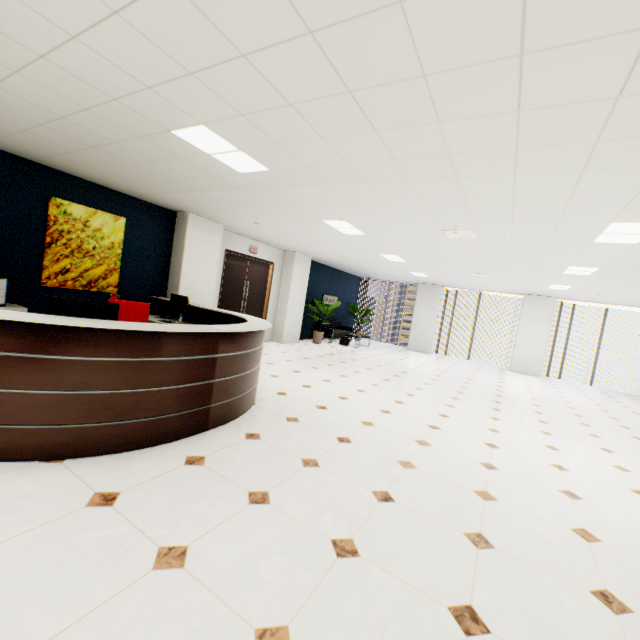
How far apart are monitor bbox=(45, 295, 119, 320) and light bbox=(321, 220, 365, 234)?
3.77m

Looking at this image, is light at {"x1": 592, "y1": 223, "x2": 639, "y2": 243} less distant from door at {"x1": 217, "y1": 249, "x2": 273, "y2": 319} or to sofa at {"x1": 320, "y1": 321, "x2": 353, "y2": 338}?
door at {"x1": 217, "y1": 249, "x2": 273, "y2": 319}

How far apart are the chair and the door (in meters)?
4.09

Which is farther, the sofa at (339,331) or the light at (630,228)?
the sofa at (339,331)

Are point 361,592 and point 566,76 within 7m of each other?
yes

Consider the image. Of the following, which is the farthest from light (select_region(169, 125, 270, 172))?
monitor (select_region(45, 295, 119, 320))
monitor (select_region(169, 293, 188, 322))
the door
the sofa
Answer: the sofa

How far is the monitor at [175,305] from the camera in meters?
6.1 m

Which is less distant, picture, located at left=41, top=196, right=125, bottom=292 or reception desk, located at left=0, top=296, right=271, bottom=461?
reception desk, located at left=0, top=296, right=271, bottom=461
